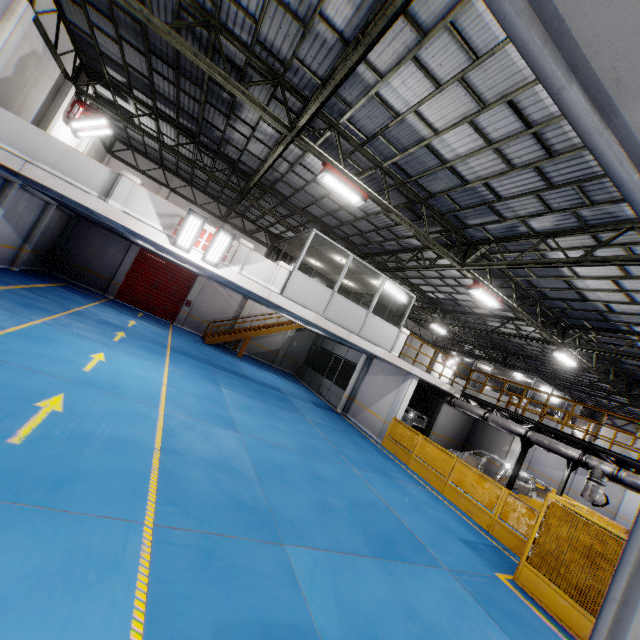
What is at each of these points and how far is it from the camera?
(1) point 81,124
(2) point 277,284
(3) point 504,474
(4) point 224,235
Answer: (1) light, 13.9 meters
(2) cement column, 12.5 meters
(3) chassis, 15.0 meters
(4) light, 10.6 meters

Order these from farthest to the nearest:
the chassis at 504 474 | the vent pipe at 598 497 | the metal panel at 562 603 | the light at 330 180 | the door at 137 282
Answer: the door at 137 282, the chassis at 504 474, the vent pipe at 598 497, the light at 330 180, the metal panel at 562 603

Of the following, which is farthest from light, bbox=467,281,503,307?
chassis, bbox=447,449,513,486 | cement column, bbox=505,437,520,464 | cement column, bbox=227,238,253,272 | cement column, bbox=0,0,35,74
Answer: cement column, bbox=0,0,35,74

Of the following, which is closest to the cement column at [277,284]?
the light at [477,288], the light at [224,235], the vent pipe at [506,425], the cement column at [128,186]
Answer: the light at [224,235]

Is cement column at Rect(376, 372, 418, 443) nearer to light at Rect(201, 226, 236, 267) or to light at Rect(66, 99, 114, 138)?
light at Rect(201, 226, 236, 267)

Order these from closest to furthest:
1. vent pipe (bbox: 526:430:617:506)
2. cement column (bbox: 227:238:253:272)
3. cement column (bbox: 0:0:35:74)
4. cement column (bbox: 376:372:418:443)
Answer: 1. cement column (bbox: 0:0:35:74)
2. vent pipe (bbox: 526:430:617:506)
3. cement column (bbox: 227:238:253:272)
4. cement column (bbox: 376:372:418:443)

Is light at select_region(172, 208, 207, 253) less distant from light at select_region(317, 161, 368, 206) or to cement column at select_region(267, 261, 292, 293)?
cement column at select_region(267, 261, 292, 293)

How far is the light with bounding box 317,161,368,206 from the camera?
9.4 meters
